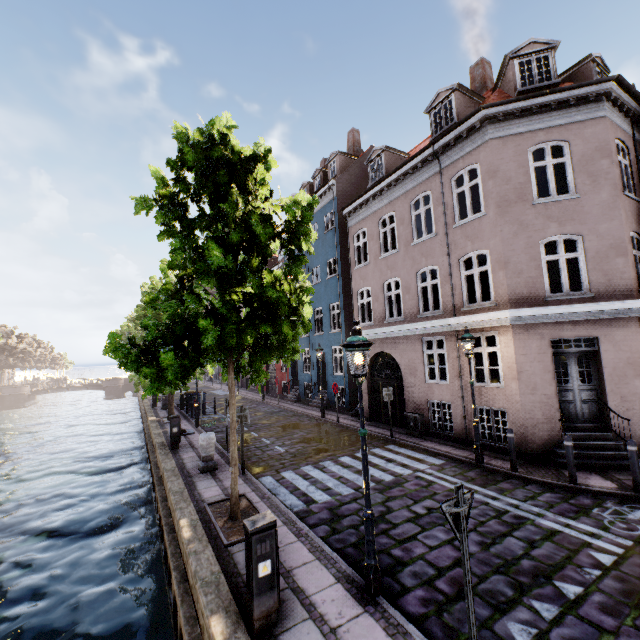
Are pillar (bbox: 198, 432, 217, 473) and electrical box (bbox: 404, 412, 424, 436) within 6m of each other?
no

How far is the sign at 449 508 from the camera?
3.3m

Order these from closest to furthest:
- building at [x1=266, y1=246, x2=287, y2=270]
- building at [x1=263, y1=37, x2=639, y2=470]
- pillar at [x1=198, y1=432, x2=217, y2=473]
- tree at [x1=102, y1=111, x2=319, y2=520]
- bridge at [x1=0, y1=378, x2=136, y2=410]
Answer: tree at [x1=102, y1=111, x2=319, y2=520] < building at [x1=263, y1=37, x2=639, y2=470] < pillar at [x1=198, y1=432, x2=217, y2=473] < building at [x1=266, y1=246, x2=287, y2=270] < bridge at [x1=0, y1=378, x2=136, y2=410]

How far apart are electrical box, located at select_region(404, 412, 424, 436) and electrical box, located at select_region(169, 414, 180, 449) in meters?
9.0 m

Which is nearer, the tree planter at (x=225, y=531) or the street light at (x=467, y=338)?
the tree planter at (x=225, y=531)

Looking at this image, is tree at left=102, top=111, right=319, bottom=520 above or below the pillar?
above

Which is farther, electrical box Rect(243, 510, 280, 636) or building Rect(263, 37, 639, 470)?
building Rect(263, 37, 639, 470)

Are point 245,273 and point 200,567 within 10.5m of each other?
yes
